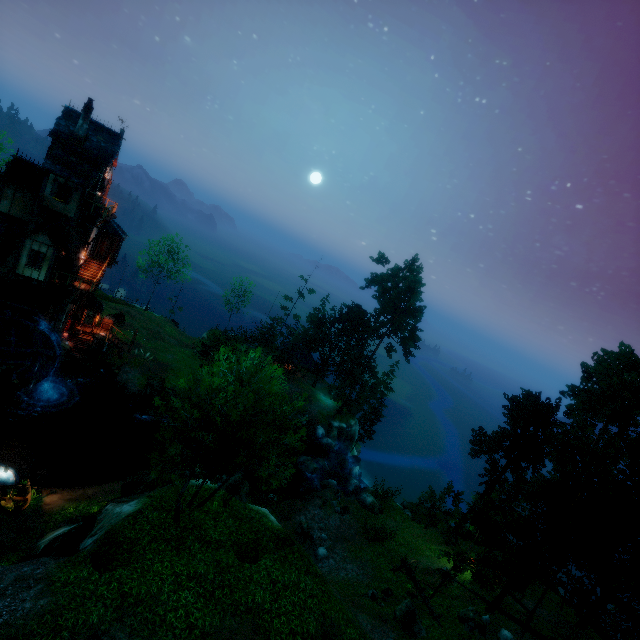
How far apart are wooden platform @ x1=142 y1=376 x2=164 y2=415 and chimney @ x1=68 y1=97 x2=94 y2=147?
22.32m

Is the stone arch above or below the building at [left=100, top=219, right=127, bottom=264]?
below

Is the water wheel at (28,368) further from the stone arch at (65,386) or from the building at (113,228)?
the building at (113,228)

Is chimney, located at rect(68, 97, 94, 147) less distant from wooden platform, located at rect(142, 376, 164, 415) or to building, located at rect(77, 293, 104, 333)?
building, located at rect(77, 293, 104, 333)

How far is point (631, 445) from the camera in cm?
2281

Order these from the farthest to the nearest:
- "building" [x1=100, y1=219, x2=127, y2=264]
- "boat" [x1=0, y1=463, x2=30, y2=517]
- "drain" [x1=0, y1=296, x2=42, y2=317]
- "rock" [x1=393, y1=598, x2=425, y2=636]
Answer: "building" [x1=100, y1=219, x2=127, y2=264]
"drain" [x1=0, y1=296, x2=42, y2=317]
"rock" [x1=393, y1=598, x2=425, y2=636]
"boat" [x1=0, y1=463, x2=30, y2=517]

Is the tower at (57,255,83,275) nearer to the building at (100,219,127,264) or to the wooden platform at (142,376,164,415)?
the building at (100,219,127,264)

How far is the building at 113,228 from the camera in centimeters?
3047cm
